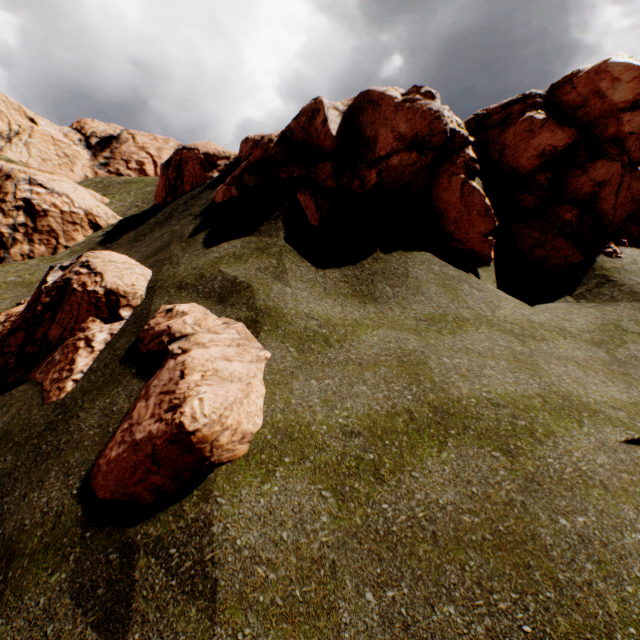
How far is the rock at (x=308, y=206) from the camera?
10.84m

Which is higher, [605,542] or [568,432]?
[568,432]

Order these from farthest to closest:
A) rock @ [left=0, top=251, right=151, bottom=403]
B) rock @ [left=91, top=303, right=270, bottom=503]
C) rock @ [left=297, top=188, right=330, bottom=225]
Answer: rock @ [left=297, top=188, right=330, bottom=225], rock @ [left=0, top=251, right=151, bottom=403], rock @ [left=91, top=303, right=270, bottom=503]

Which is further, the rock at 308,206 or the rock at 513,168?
the rock at 513,168

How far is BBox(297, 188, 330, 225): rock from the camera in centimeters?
1084cm

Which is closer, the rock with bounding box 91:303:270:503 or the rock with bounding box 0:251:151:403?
the rock with bounding box 91:303:270:503
